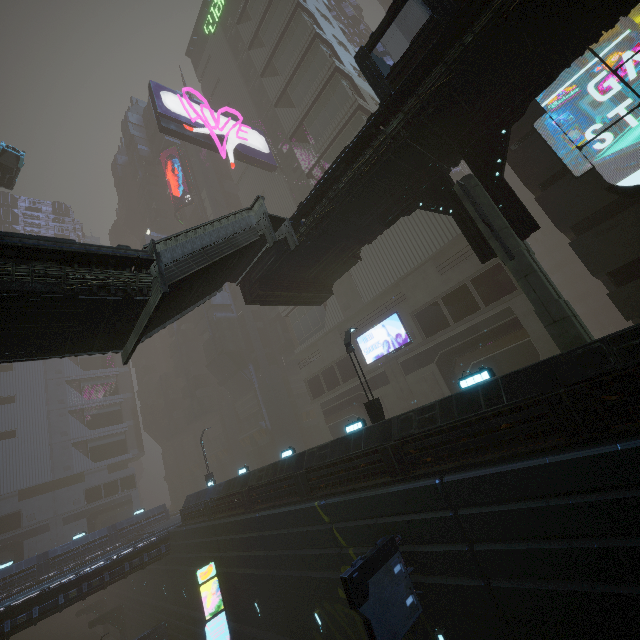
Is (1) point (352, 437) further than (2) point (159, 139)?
No

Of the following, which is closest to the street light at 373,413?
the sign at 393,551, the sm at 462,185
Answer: the sign at 393,551

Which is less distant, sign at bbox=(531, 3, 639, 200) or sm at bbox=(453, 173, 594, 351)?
sm at bbox=(453, 173, 594, 351)

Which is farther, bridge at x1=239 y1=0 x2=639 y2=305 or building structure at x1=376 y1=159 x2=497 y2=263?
building structure at x1=376 y1=159 x2=497 y2=263

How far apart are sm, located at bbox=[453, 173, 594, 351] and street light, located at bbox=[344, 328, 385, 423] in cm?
742

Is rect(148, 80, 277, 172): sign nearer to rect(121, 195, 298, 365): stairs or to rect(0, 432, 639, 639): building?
rect(0, 432, 639, 639): building

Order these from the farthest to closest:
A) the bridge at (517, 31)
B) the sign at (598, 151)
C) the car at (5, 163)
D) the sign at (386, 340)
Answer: the sign at (386, 340) < the car at (5, 163) < the sign at (598, 151) < the bridge at (517, 31)

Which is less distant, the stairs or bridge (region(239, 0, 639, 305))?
bridge (region(239, 0, 639, 305))
